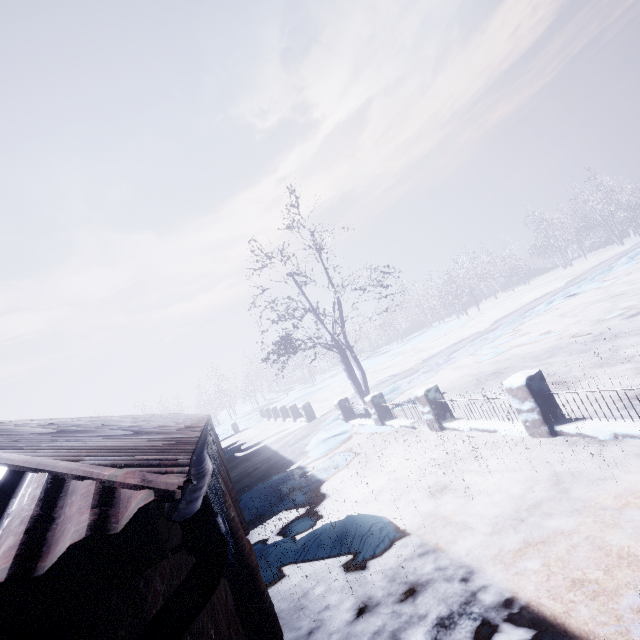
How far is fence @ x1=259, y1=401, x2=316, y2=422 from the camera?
15.4 meters

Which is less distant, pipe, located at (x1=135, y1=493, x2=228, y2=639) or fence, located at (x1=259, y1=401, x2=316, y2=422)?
pipe, located at (x1=135, y1=493, x2=228, y2=639)

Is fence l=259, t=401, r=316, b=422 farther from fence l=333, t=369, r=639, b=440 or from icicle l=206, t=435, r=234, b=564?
icicle l=206, t=435, r=234, b=564

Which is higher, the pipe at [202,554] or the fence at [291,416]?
the pipe at [202,554]

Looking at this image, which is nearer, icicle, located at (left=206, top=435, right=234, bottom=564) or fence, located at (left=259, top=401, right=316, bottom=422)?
icicle, located at (left=206, top=435, right=234, bottom=564)

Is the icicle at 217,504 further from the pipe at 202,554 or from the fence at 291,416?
the fence at 291,416

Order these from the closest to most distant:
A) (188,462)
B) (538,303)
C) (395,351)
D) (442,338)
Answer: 1. (188,462)
2. (538,303)
3. (442,338)
4. (395,351)

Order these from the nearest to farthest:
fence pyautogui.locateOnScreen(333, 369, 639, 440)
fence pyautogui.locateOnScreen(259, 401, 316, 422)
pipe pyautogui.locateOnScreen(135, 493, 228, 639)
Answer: pipe pyautogui.locateOnScreen(135, 493, 228, 639) < fence pyautogui.locateOnScreen(333, 369, 639, 440) < fence pyautogui.locateOnScreen(259, 401, 316, 422)
